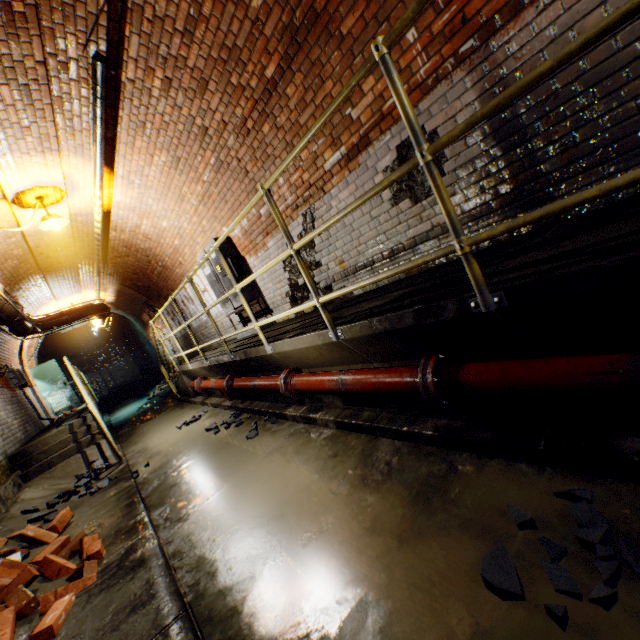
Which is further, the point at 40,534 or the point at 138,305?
the point at 138,305

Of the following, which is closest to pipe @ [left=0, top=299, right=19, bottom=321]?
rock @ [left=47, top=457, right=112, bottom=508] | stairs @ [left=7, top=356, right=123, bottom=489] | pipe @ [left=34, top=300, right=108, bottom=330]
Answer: stairs @ [left=7, top=356, right=123, bottom=489]

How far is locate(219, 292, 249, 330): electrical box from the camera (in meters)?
6.25

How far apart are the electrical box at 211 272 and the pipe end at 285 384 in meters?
2.4 m

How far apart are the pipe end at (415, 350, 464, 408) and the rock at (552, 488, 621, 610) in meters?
0.7

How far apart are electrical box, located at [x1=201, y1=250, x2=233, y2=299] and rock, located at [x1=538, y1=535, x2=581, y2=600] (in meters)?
5.12

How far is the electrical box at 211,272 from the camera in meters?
6.1

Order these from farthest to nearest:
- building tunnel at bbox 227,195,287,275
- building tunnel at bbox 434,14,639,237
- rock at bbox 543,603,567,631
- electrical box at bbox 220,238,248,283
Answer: electrical box at bbox 220,238,248,283
building tunnel at bbox 227,195,287,275
building tunnel at bbox 434,14,639,237
rock at bbox 543,603,567,631
